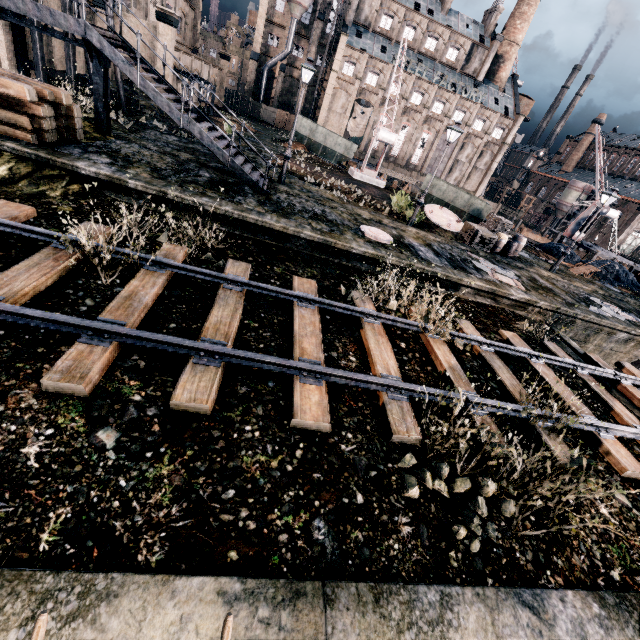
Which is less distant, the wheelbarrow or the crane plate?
the wheelbarrow

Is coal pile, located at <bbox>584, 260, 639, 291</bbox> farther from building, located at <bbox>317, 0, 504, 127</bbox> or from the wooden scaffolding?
building, located at <bbox>317, 0, 504, 127</bbox>

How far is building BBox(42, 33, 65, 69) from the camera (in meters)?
22.72

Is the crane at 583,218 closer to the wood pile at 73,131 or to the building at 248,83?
the building at 248,83

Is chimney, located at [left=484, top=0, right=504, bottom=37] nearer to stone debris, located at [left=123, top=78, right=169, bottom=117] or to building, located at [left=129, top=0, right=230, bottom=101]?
building, located at [left=129, top=0, right=230, bottom=101]

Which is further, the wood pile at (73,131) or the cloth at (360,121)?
the cloth at (360,121)

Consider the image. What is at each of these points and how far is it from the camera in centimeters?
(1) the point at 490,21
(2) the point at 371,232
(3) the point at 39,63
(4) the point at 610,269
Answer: (1) chimney, 5850cm
(2) manhole cover, 1552cm
(3) wooden scaffolding, 2000cm
(4) coal pile, 2950cm

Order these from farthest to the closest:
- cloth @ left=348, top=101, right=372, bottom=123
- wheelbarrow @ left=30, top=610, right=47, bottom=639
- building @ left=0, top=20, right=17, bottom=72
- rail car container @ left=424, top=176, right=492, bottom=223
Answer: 1. cloth @ left=348, top=101, right=372, bottom=123
2. rail car container @ left=424, top=176, right=492, bottom=223
3. building @ left=0, top=20, right=17, bottom=72
4. wheelbarrow @ left=30, top=610, right=47, bottom=639
